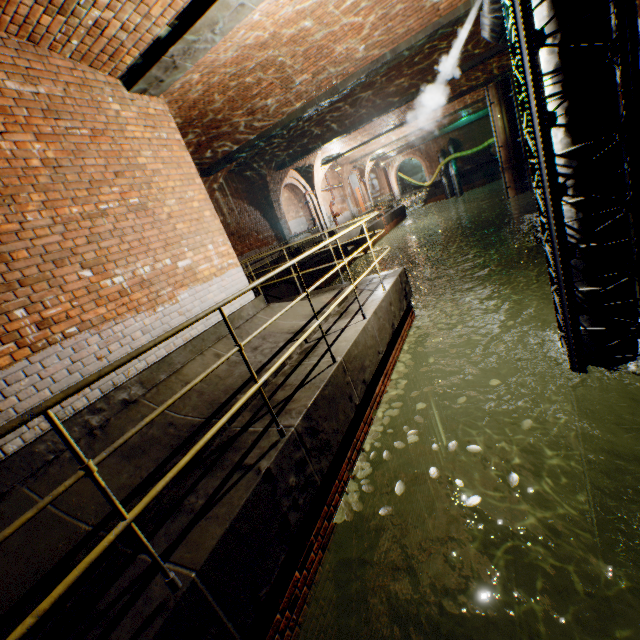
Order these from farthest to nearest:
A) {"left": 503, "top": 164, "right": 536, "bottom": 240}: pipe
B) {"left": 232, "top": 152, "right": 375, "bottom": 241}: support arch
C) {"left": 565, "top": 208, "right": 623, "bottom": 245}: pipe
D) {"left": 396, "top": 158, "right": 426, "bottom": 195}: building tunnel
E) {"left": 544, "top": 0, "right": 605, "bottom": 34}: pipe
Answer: {"left": 396, "top": 158, "right": 426, "bottom": 195}: building tunnel, {"left": 503, "top": 164, "right": 536, "bottom": 240}: pipe, {"left": 232, "top": 152, "right": 375, "bottom": 241}: support arch, {"left": 565, "top": 208, "right": 623, "bottom": 245}: pipe, {"left": 544, "top": 0, "right": 605, "bottom": 34}: pipe

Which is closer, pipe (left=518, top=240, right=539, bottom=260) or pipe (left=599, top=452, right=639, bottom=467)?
pipe (left=599, top=452, right=639, bottom=467)

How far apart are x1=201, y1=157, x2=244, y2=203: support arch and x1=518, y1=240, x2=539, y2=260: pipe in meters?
15.7 m

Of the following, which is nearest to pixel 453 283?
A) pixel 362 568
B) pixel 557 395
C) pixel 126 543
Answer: pixel 557 395

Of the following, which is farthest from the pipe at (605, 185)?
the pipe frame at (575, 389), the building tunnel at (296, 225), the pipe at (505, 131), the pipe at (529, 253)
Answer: the pipe at (529, 253)

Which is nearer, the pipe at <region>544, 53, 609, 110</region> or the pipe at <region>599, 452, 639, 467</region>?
the pipe at <region>544, 53, 609, 110</region>

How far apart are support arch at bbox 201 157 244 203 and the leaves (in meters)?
8.47

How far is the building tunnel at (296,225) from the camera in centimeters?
2017cm
